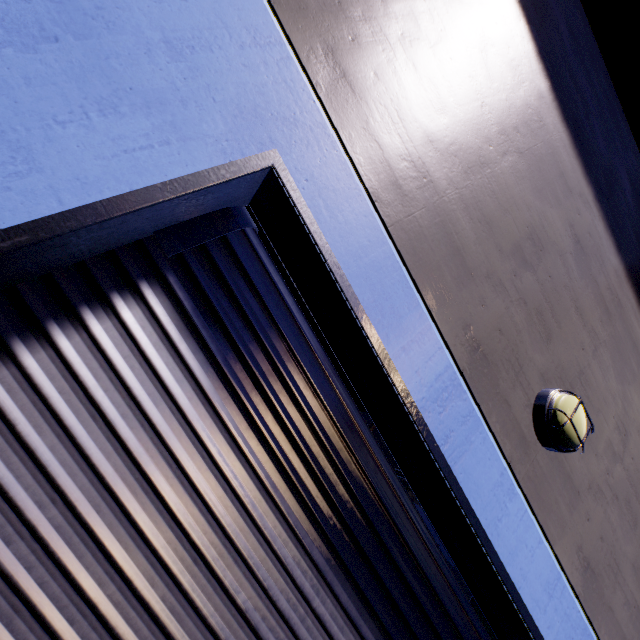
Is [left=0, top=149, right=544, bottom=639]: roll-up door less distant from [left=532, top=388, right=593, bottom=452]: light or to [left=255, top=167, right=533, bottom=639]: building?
[left=255, top=167, right=533, bottom=639]: building

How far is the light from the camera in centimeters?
231cm

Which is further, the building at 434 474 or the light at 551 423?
the light at 551 423

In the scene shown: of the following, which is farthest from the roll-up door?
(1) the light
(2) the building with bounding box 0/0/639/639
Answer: (1) the light

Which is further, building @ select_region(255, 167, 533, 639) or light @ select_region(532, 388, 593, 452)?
light @ select_region(532, 388, 593, 452)

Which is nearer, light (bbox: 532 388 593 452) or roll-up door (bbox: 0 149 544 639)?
roll-up door (bbox: 0 149 544 639)

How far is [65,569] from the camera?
1.3m

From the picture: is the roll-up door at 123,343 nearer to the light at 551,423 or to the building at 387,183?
the building at 387,183
